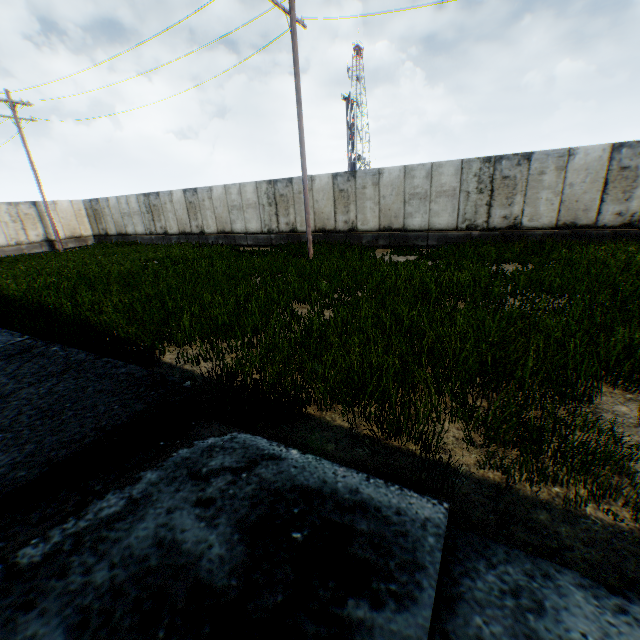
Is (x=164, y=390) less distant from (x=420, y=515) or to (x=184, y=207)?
(x=420, y=515)
